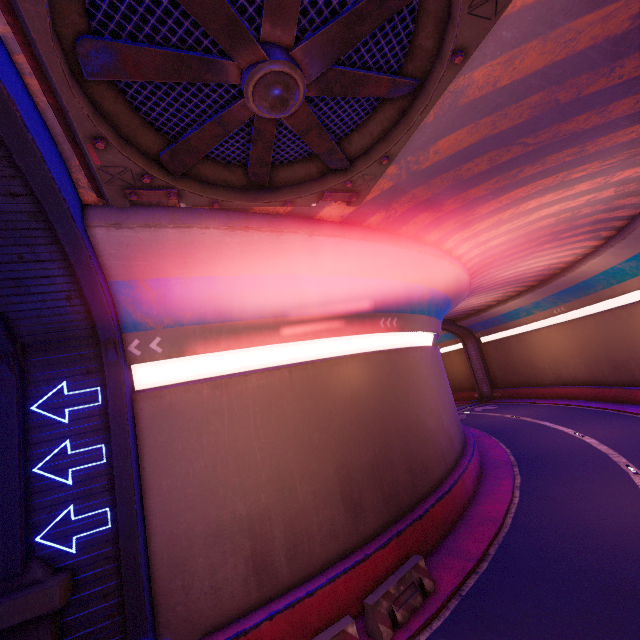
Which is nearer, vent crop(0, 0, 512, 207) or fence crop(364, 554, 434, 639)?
vent crop(0, 0, 512, 207)

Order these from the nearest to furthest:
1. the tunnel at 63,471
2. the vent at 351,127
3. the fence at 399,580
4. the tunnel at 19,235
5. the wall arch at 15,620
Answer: the vent at 351,127 → the wall arch at 15,620 → the tunnel at 19,235 → the tunnel at 63,471 → the fence at 399,580

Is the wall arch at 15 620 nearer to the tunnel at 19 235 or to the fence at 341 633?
the tunnel at 19 235

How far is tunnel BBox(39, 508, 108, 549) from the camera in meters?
7.1 m

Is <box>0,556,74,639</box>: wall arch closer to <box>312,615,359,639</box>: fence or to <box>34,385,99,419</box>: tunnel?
<box>34,385,99,419</box>: tunnel

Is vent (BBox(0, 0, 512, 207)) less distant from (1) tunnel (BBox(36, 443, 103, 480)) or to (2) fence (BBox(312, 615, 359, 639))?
(1) tunnel (BBox(36, 443, 103, 480))

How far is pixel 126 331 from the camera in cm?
863
